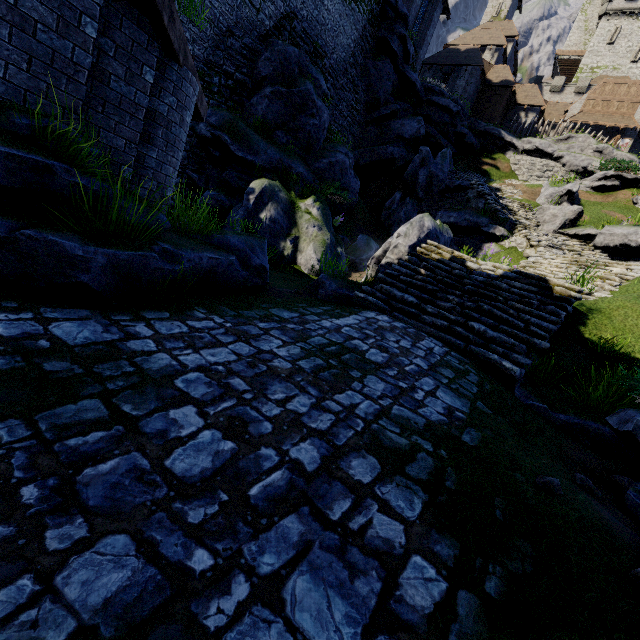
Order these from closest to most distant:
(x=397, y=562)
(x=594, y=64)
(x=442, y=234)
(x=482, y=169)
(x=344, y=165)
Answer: (x=397, y=562) → (x=442, y=234) → (x=344, y=165) → (x=482, y=169) → (x=594, y=64)

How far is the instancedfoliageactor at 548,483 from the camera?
2.64m

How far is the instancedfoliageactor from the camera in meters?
2.6 m

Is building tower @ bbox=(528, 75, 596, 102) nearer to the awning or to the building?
the awning

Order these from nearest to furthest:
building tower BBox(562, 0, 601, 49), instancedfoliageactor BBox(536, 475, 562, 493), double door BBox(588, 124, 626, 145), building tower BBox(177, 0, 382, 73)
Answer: instancedfoliageactor BBox(536, 475, 562, 493), building tower BBox(177, 0, 382, 73), double door BBox(588, 124, 626, 145), building tower BBox(562, 0, 601, 49)

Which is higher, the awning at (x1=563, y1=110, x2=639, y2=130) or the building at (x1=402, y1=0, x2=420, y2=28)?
the awning at (x1=563, y1=110, x2=639, y2=130)

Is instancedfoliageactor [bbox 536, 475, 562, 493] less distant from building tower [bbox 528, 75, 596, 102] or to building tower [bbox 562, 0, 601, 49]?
building tower [bbox 528, 75, 596, 102]

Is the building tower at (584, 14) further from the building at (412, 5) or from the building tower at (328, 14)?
the building tower at (328, 14)
